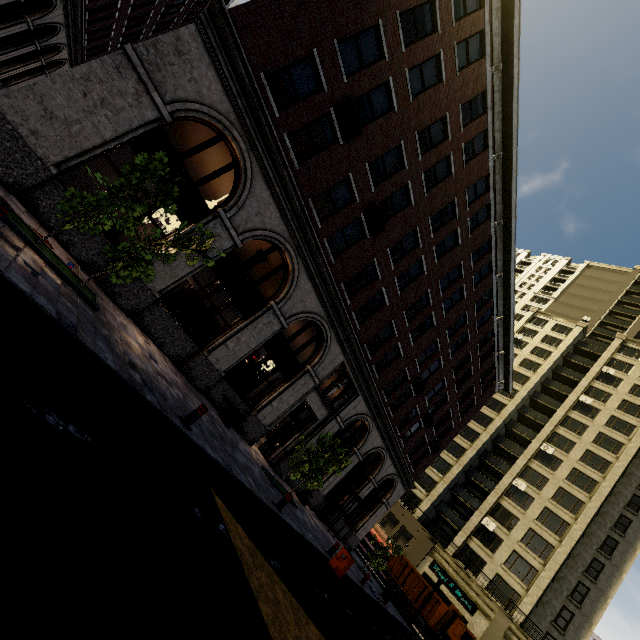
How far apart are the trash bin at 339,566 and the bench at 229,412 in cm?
561

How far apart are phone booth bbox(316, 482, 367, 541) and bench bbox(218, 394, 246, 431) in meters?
10.4 m

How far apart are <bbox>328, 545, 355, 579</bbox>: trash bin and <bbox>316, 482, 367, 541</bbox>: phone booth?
8.0m

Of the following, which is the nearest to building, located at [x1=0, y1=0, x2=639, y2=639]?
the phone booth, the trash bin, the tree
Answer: the phone booth

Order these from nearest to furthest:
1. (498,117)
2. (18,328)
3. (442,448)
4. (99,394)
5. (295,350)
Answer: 1. (18,328)
2. (99,394)
3. (295,350)
4. (498,117)
5. (442,448)

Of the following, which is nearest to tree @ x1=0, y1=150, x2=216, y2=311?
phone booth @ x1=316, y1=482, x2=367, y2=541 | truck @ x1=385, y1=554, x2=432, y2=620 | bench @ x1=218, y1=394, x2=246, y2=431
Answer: bench @ x1=218, y1=394, x2=246, y2=431

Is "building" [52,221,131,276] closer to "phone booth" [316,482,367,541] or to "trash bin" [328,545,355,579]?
"phone booth" [316,482,367,541]

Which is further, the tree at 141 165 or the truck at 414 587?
the truck at 414 587
